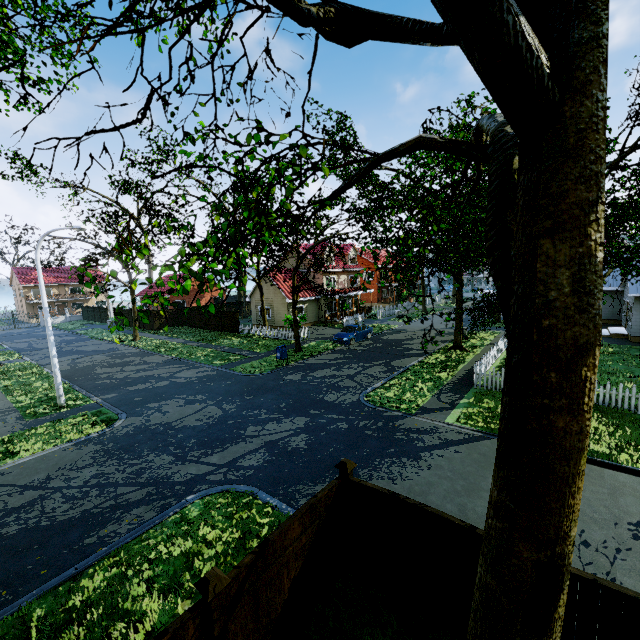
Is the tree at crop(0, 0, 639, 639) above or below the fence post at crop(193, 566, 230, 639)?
above

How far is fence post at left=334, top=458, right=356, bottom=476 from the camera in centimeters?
598cm

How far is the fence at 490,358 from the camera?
15.0 meters

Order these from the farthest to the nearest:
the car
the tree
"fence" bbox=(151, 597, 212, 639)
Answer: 1. the car
2. "fence" bbox=(151, 597, 212, 639)
3. the tree

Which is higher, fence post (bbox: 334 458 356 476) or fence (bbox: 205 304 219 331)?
fence post (bbox: 334 458 356 476)

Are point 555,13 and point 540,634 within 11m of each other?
yes

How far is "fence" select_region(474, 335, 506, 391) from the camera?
15.0 meters

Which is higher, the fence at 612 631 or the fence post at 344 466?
the fence post at 344 466
